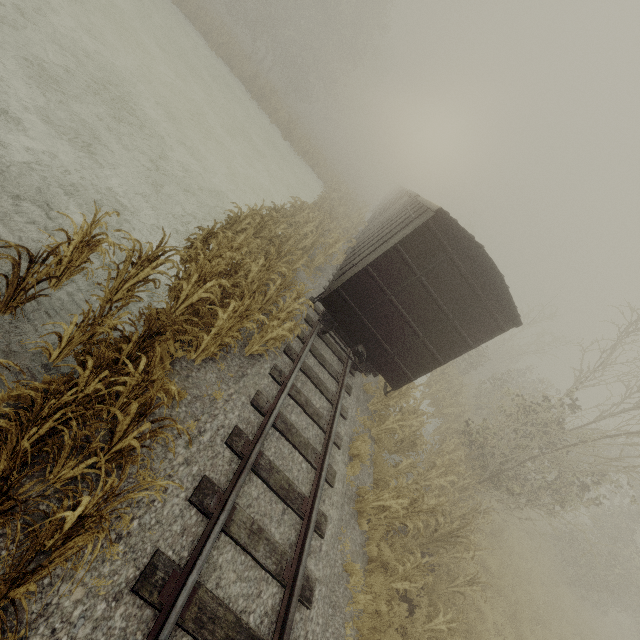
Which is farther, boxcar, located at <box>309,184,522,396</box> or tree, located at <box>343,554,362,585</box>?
boxcar, located at <box>309,184,522,396</box>

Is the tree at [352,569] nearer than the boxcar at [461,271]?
Yes

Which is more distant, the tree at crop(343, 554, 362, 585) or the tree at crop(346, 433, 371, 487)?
the tree at crop(346, 433, 371, 487)

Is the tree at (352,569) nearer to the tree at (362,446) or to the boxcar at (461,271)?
the tree at (362,446)

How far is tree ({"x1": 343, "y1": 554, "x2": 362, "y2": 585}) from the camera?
5.7 meters

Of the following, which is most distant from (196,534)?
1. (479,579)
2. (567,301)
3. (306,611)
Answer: (567,301)

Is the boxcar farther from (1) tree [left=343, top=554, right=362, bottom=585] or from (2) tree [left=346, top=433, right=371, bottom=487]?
(1) tree [left=343, top=554, right=362, bottom=585]
